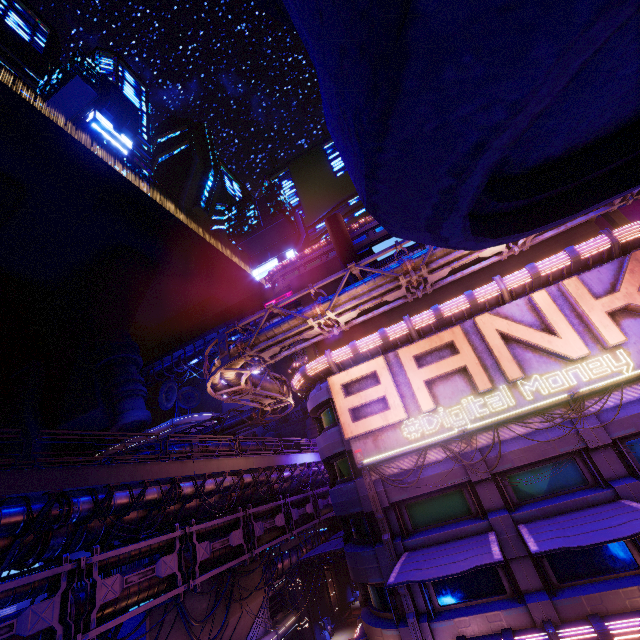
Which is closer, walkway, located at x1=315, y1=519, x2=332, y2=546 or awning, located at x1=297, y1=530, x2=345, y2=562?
awning, located at x1=297, y1=530, x2=345, y2=562

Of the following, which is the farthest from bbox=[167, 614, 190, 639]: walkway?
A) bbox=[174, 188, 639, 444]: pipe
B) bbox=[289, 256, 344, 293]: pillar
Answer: bbox=[289, 256, 344, 293]: pillar

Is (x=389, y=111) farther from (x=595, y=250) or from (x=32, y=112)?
(x=32, y=112)

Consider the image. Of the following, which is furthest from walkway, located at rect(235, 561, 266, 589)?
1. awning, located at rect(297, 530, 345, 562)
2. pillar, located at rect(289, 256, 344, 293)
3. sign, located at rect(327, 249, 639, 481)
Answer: pillar, located at rect(289, 256, 344, 293)

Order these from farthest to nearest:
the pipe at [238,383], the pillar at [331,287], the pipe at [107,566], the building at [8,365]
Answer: the building at [8,365]
the pillar at [331,287]
the pipe at [238,383]
the pipe at [107,566]

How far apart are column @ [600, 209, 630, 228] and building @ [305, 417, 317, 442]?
36.9m

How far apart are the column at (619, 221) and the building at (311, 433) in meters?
36.9 m

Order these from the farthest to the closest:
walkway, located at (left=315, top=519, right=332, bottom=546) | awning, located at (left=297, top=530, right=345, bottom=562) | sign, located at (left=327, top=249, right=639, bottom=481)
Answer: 1. walkway, located at (left=315, top=519, right=332, bottom=546)
2. awning, located at (left=297, top=530, right=345, bottom=562)
3. sign, located at (left=327, top=249, right=639, bottom=481)
